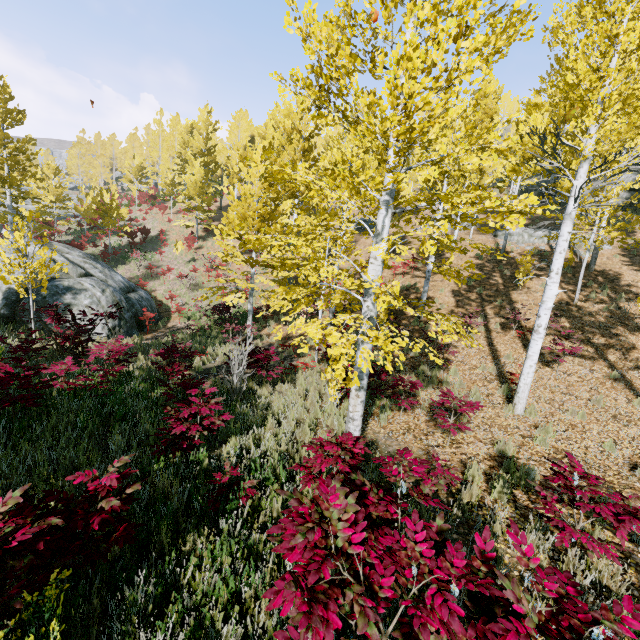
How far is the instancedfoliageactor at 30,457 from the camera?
4.12m

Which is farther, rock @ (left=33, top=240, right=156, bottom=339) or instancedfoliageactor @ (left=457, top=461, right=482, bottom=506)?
rock @ (left=33, top=240, right=156, bottom=339)

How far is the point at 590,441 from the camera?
6.7m

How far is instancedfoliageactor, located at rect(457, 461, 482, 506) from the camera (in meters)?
4.66

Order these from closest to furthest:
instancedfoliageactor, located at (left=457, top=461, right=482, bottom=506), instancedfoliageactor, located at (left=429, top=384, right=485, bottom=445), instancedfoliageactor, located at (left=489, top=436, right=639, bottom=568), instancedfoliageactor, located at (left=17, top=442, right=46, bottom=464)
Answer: instancedfoliageactor, located at (left=489, top=436, right=639, bottom=568)
instancedfoliageactor, located at (left=17, top=442, right=46, bottom=464)
instancedfoliageactor, located at (left=457, top=461, right=482, bottom=506)
instancedfoliageactor, located at (left=429, top=384, right=485, bottom=445)

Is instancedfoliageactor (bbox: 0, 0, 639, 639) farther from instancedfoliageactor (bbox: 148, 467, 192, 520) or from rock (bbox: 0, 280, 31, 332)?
rock (bbox: 0, 280, 31, 332)

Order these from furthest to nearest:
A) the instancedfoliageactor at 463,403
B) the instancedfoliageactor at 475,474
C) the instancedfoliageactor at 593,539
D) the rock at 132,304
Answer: the rock at 132,304 → the instancedfoliageactor at 463,403 → the instancedfoliageactor at 475,474 → the instancedfoliageactor at 593,539

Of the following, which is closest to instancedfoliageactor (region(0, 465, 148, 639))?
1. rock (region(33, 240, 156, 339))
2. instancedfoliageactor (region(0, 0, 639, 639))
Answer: instancedfoliageactor (region(0, 0, 639, 639))
